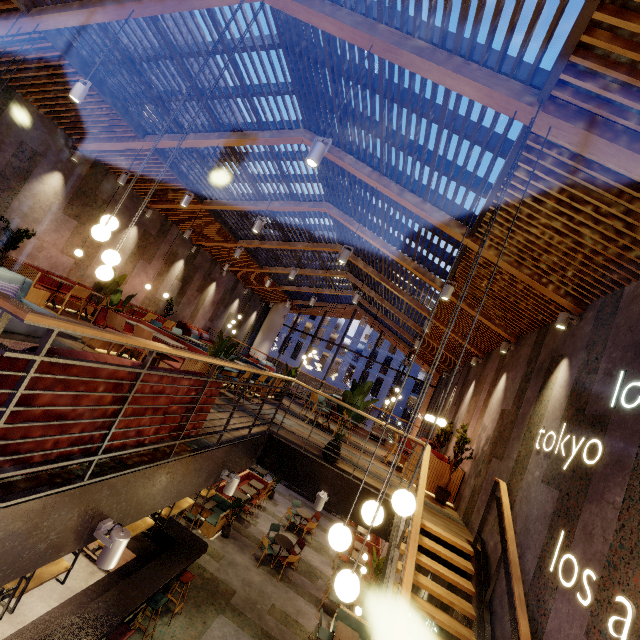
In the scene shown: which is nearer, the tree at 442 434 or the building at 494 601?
the building at 494 601

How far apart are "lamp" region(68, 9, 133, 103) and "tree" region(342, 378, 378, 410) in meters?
6.3

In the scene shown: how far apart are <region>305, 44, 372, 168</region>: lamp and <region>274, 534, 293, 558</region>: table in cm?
1208

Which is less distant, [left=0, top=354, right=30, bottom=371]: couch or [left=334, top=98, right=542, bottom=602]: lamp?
[left=0, top=354, right=30, bottom=371]: couch

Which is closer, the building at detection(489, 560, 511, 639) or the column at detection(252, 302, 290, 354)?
the building at detection(489, 560, 511, 639)

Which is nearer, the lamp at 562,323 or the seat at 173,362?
the lamp at 562,323

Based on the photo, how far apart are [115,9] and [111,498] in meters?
6.9 m

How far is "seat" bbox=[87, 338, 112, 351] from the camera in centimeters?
637cm
